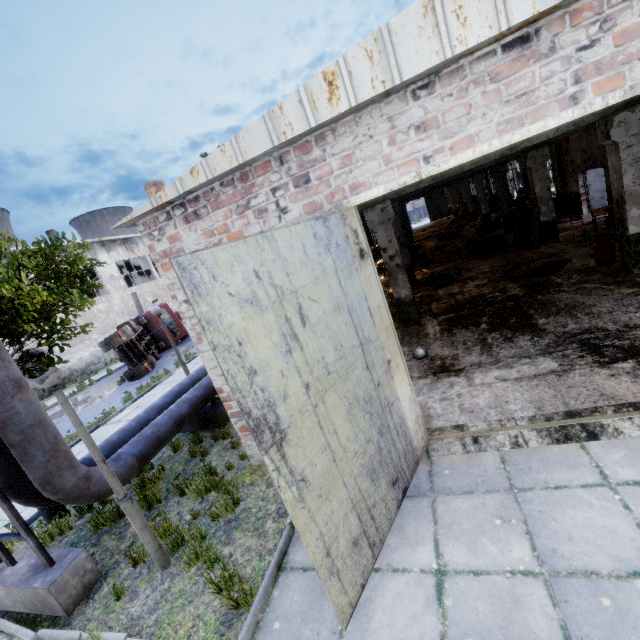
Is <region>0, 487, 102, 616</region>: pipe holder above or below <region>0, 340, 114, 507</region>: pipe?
below

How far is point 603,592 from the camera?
2.86m

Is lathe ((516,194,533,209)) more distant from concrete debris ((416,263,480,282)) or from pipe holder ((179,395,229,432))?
pipe holder ((179,395,229,432))

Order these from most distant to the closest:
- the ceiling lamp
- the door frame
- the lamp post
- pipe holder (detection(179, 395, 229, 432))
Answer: pipe holder (detection(179, 395, 229, 432))
the ceiling lamp
the lamp post
the door frame

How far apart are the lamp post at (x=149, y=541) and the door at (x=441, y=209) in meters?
50.3

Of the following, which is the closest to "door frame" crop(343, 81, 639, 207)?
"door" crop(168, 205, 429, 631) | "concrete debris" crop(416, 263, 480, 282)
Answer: "door" crop(168, 205, 429, 631)

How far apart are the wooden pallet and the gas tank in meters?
0.8

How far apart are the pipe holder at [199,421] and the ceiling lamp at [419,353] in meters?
5.1
